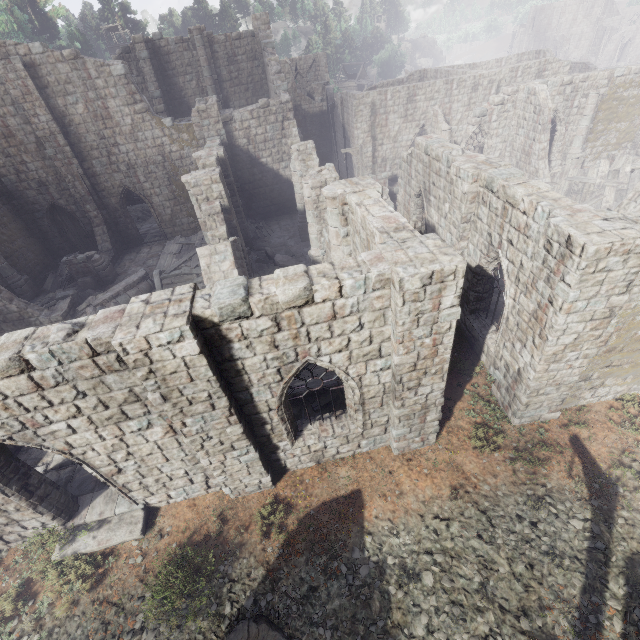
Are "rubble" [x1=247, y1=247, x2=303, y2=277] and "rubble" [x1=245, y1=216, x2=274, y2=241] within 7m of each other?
yes

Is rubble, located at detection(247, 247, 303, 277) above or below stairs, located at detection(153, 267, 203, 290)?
below

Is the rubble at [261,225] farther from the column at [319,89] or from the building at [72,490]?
the column at [319,89]

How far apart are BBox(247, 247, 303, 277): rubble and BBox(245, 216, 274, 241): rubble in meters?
3.6 m

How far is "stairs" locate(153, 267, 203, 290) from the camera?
16.8 meters

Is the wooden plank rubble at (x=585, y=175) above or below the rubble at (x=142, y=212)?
above

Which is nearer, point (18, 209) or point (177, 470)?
point (177, 470)

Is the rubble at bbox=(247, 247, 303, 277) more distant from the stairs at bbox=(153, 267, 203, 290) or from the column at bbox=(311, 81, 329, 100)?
the column at bbox=(311, 81, 329, 100)
